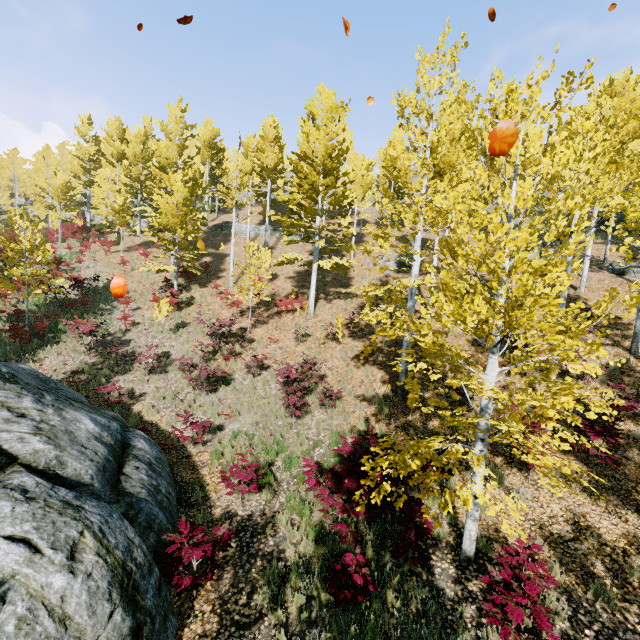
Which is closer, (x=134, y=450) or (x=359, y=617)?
(x=359, y=617)

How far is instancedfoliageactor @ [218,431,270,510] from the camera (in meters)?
7.26

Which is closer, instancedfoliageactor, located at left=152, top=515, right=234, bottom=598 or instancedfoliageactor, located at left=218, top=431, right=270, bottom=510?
instancedfoliageactor, located at left=152, top=515, right=234, bottom=598

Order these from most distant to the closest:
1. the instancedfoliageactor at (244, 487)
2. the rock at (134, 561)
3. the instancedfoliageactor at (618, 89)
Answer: the instancedfoliageactor at (244, 487), the instancedfoliageactor at (618, 89), the rock at (134, 561)

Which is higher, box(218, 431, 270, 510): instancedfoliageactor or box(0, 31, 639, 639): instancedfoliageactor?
box(0, 31, 639, 639): instancedfoliageactor

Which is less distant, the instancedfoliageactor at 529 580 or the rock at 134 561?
the rock at 134 561

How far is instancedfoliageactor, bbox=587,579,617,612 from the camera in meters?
5.2 m
